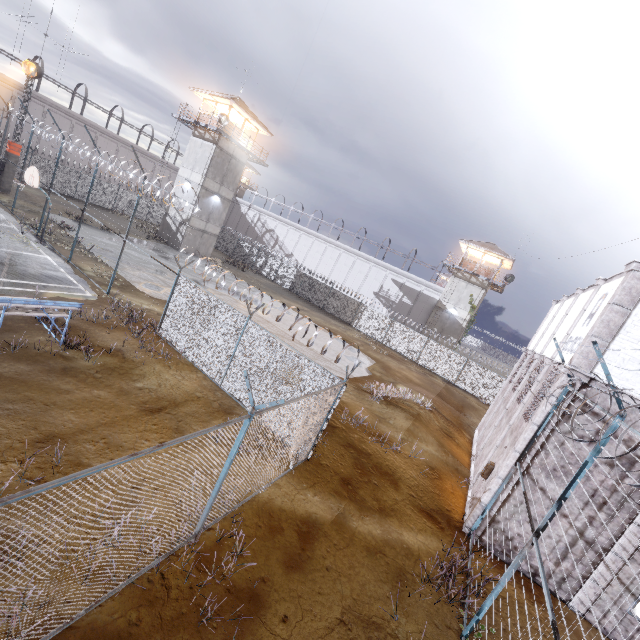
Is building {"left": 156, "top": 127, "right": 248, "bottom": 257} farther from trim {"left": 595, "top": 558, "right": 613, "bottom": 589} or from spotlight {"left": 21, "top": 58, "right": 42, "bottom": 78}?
trim {"left": 595, "top": 558, "right": 613, "bottom": 589}

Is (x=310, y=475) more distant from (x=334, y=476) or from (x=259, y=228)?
(x=259, y=228)

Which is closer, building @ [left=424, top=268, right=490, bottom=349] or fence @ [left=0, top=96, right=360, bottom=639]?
fence @ [left=0, top=96, right=360, bottom=639]

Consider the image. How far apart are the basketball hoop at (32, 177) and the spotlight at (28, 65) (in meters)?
11.71

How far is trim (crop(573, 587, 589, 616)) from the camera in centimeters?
884cm

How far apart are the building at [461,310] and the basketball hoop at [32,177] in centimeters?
3542cm

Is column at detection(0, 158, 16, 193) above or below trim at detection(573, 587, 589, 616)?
above

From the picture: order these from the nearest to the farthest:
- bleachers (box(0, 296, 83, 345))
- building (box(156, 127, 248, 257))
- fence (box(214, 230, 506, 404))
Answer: bleachers (box(0, 296, 83, 345))
fence (box(214, 230, 506, 404))
building (box(156, 127, 248, 257))
